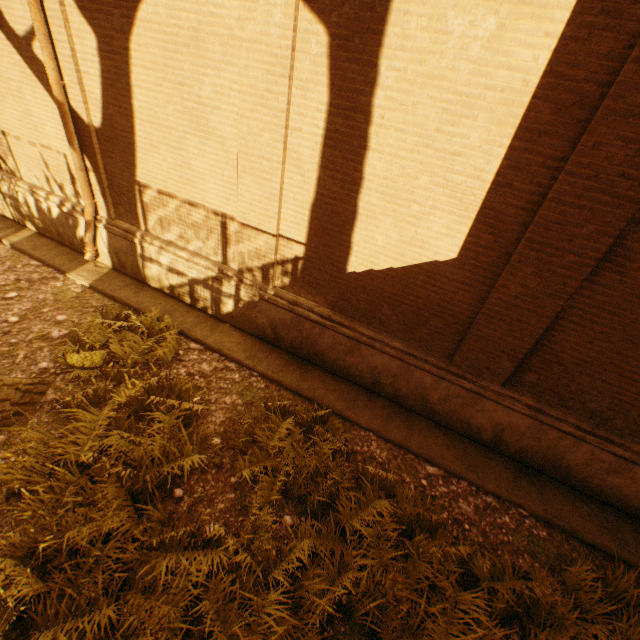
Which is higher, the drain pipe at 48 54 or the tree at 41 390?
the drain pipe at 48 54

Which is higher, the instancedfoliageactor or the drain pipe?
the drain pipe

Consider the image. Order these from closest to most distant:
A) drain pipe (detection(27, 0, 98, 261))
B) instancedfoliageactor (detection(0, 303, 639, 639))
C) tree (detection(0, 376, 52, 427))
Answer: instancedfoliageactor (detection(0, 303, 639, 639))
tree (detection(0, 376, 52, 427))
drain pipe (detection(27, 0, 98, 261))

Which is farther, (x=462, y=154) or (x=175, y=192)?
(x=175, y=192)

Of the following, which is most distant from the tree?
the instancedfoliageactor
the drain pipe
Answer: the drain pipe

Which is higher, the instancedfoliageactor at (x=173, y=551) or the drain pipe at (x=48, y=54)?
the drain pipe at (x=48, y=54)

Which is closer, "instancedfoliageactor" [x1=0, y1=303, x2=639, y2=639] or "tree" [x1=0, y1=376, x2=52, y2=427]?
"instancedfoliageactor" [x1=0, y1=303, x2=639, y2=639]
